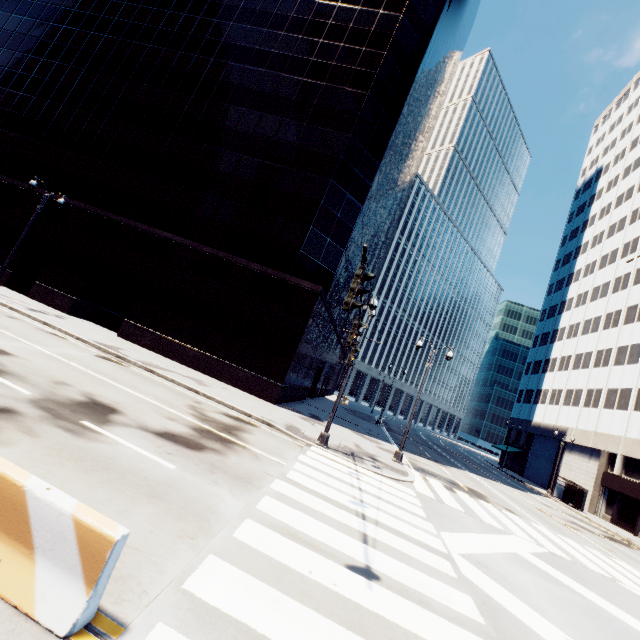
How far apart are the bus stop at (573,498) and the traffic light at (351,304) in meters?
42.2 m

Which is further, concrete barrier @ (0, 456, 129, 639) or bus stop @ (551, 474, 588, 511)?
bus stop @ (551, 474, 588, 511)

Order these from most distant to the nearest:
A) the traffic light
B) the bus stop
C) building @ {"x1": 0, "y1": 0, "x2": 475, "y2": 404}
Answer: the bus stop → building @ {"x1": 0, "y1": 0, "x2": 475, "y2": 404} → the traffic light

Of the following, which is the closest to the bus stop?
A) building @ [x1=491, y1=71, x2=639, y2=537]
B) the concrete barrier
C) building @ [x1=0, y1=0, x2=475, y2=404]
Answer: building @ [x1=491, y1=71, x2=639, y2=537]

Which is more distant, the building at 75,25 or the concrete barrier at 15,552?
the building at 75,25

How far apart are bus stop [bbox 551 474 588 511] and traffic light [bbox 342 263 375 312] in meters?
42.2 m

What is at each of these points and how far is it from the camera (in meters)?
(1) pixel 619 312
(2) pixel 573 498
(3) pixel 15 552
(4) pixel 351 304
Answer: (1) building, 42.09
(2) bus stop, 34.22
(3) concrete barrier, 3.13
(4) traffic light, 5.82

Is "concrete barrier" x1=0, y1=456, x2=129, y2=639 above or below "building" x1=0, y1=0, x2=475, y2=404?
below
